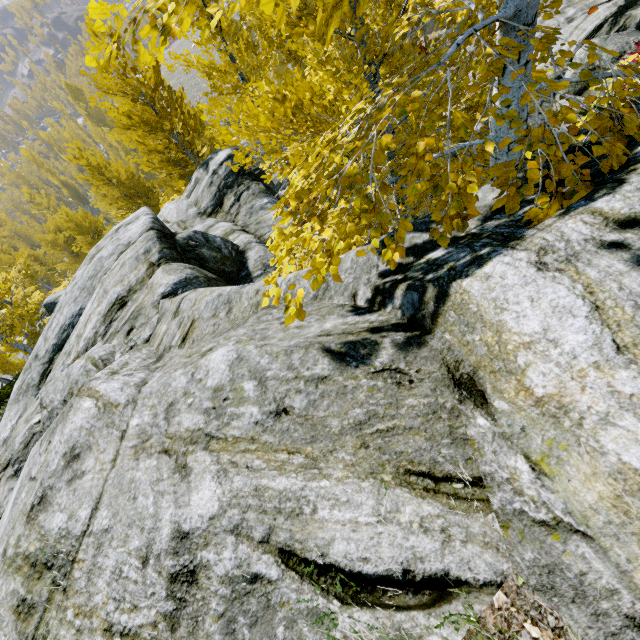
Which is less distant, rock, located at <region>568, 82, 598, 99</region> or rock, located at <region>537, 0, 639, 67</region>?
rock, located at <region>537, 0, 639, 67</region>

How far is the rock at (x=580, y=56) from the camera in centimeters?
732cm

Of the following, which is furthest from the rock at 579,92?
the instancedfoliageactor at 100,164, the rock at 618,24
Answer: the instancedfoliageactor at 100,164

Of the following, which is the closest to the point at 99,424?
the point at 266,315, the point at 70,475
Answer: the point at 70,475

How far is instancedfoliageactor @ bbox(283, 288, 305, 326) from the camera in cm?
172

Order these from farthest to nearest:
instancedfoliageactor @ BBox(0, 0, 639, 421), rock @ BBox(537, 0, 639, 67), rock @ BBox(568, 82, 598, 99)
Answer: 1. rock @ BBox(568, 82, 598, 99)
2. rock @ BBox(537, 0, 639, 67)
3. instancedfoliageactor @ BBox(0, 0, 639, 421)

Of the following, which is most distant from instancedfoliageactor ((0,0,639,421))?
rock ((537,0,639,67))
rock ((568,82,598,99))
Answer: rock ((568,82,598,99))

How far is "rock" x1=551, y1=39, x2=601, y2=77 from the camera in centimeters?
732cm
